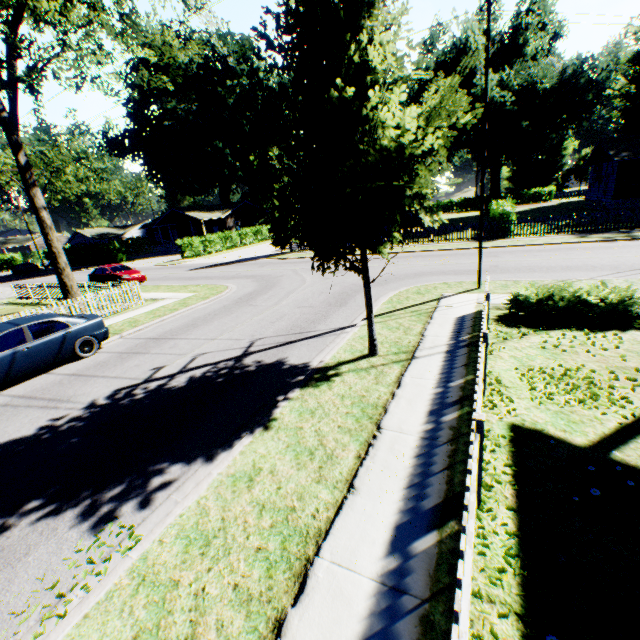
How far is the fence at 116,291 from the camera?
14.3m

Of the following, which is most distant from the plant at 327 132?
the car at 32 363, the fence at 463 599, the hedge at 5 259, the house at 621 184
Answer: the hedge at 5 259

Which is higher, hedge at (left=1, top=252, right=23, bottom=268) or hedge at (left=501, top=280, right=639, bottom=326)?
hedge at (left=1, top=252, right=23, bottom=268)

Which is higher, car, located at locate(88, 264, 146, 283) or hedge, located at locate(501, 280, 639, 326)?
car, located at locate(88, 264, 146, 283)

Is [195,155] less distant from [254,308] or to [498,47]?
[498,47]

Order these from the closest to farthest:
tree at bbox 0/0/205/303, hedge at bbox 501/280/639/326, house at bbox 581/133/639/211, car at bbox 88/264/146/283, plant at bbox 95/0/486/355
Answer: plant at bbox 95/0/486/355, hedge at bbox 501/280/639/326, tree at bbox 0/0/205/303, car at bbox 88/264/146/283, house at bbox 581/133/639/211

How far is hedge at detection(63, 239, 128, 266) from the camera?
44.3 meters

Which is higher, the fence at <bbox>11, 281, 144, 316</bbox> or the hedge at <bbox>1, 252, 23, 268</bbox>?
the hedge at <bbox>1, 252, 23, 268</bbox>
